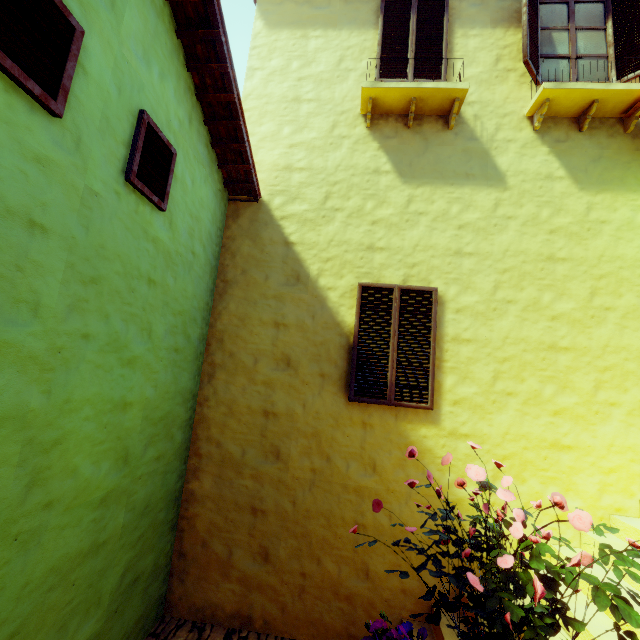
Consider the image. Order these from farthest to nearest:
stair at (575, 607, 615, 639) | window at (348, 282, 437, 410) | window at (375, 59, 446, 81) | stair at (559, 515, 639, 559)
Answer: window at (375, 59, 446, 81) < window at (348, 282, 437, 410) < stair at (559, 515, 639, 559) < stair at (575, 607, 615, 639)

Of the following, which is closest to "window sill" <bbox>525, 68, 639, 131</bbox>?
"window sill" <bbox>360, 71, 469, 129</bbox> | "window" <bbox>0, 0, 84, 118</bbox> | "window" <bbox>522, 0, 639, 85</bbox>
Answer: "window" <bbox>522, 0, 639, 85</bbox>

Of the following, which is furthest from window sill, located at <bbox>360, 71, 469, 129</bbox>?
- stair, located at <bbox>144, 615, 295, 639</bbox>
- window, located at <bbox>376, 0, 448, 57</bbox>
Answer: stair, located at <bbox>144, 615, 295, 639</bbox>

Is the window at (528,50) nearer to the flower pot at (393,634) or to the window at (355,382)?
the window at (355,382)

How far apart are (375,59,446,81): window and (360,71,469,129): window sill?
0.5 meters

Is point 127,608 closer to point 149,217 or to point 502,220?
point 149,217

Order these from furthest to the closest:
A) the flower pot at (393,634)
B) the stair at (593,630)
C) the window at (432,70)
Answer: the window at (432,70) → the stair at (593,630) → the flower pot at (393,634)

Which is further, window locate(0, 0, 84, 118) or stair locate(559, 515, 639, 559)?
stair locate(559, 515, 639, 559)
